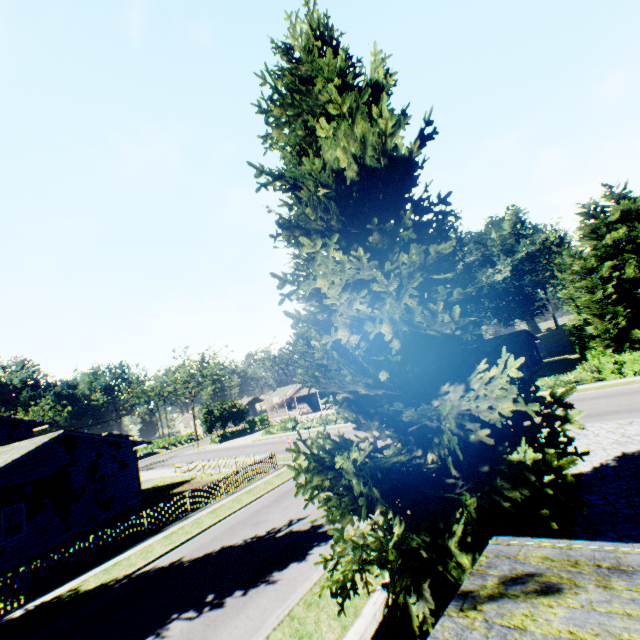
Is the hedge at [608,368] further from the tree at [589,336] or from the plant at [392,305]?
the plant at [392,305]

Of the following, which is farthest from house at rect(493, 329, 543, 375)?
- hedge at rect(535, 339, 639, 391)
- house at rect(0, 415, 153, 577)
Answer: house at rect(0, 415, 153, 577)

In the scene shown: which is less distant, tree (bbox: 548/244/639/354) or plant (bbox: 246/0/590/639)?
plant (bbox: 246/0/590/639)

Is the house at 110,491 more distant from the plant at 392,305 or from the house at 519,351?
the house at 519,351

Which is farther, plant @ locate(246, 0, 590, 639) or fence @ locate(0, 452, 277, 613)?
fence @ locate(0, 452, 277, 613)

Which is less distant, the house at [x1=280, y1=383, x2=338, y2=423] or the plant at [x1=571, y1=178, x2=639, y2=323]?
the plant at [x1=571, y1=178, x2=639, y2=323]

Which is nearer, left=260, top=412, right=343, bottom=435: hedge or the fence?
the fence

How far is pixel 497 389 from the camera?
8.3 meters
